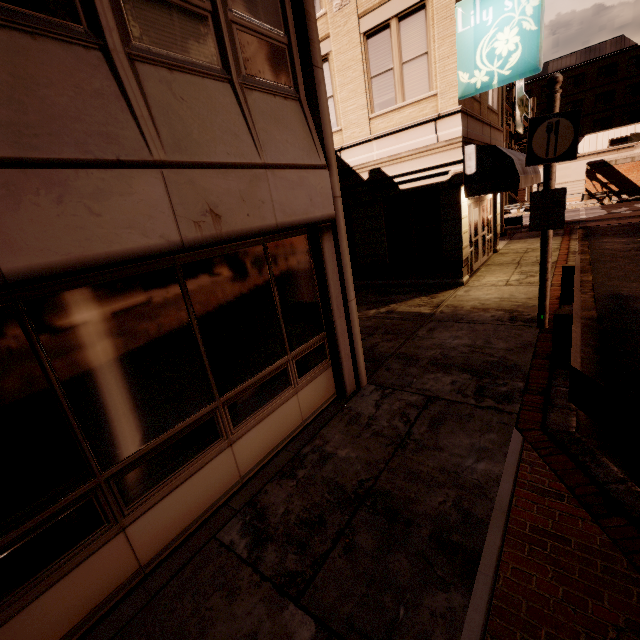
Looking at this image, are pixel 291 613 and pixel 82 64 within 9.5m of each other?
yes

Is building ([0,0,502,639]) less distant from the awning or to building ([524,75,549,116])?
the awning

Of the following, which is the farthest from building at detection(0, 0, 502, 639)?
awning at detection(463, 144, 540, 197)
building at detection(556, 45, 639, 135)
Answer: building at detection(556, 45, 639, 135)

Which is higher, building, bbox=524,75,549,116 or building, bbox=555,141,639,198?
building, bbox=524,75,549,116

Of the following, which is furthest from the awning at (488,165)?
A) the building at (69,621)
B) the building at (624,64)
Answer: the building at (624,64)

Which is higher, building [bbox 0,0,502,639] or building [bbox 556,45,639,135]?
building [bbox 556,45,639,135]

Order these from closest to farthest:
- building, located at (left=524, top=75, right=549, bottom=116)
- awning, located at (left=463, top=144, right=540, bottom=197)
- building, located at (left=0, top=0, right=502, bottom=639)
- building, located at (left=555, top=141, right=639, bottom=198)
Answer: building, located at (left=0, top=0, right=502, bottom=639), awning, located at (left=463, top=144, right=540, bottom=197), building, located at (left=555, top=141, right=639, bottom=198), building, located at (left=524, top=75, right=549, bottom=116)
